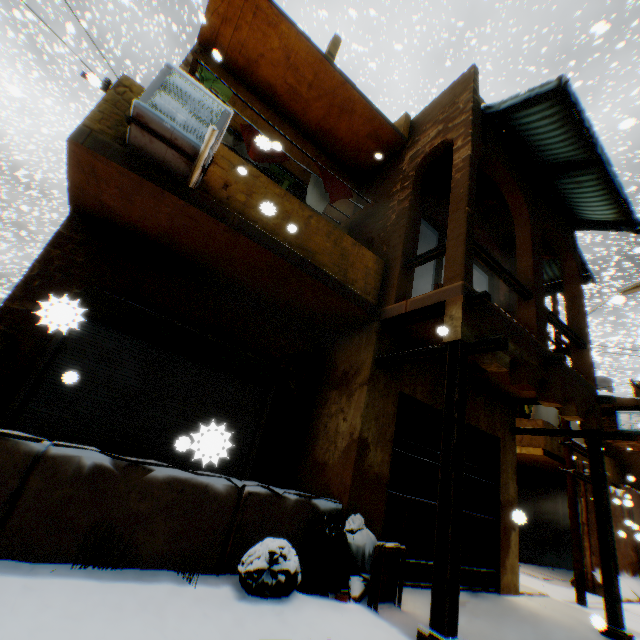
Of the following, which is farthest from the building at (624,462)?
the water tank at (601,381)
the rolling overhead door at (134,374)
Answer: the water tank at (601,381)

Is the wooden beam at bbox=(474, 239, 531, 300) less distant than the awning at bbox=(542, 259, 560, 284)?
Yes

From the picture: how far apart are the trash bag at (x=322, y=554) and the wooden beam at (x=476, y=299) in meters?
2.9 m

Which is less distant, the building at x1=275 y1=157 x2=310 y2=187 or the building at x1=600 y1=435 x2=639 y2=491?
the building at x1=275 y1=157 x2=310 y2=187

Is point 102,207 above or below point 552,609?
above

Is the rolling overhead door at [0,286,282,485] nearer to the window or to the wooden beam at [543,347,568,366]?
the wooden beam at [543,347,568,366]

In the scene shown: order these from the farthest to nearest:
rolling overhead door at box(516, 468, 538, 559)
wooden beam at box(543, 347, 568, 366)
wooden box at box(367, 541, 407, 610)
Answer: rolling overhead door at box(516, 468, 538, 559)
wooden beam at box(543, 347, 568, 366)
wooden box at box(367, 541, 407, 610)

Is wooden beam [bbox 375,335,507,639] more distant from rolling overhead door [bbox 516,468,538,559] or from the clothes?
the clothes
